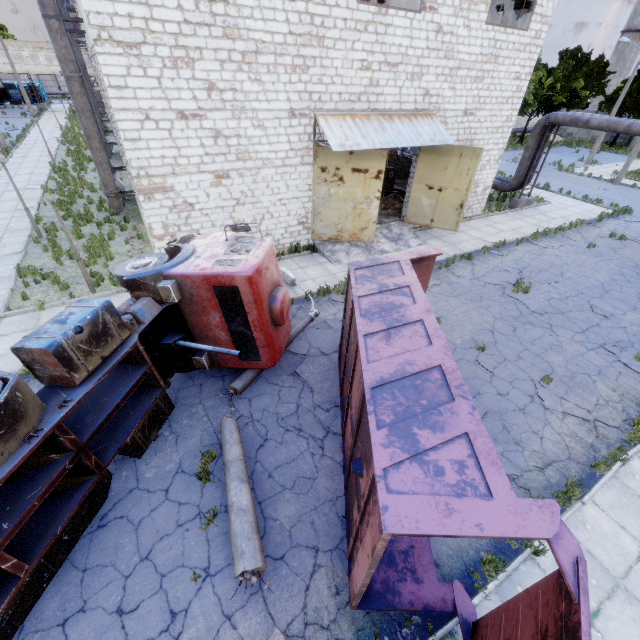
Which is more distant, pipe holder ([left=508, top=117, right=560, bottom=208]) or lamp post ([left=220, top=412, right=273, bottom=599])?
pipe holder ([left=508, top=117, right=560, bottom=208])

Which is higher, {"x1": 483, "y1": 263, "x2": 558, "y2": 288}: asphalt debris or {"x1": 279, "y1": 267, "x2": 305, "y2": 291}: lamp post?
{"x1": 279, "y1": 267, "x2": 305, "y2": 291}: lamp post

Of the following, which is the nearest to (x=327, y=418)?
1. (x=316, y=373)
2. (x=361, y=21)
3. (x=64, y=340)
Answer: (x=316, y=373)

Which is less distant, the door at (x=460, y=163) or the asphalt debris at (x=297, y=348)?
the asphalt debris at (x=297, y=348)

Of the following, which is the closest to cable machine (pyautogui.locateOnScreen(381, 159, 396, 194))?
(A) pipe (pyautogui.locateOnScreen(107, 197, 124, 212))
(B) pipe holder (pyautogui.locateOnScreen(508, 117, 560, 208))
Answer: (B) pipe holder (pyautogui.locateOnScreen(508, 117, 560, 208))

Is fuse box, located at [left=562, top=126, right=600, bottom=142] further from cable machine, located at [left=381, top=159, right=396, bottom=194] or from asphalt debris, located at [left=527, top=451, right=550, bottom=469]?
asphalt debris, located at [left=527, top=451, right=550, bottom=469]

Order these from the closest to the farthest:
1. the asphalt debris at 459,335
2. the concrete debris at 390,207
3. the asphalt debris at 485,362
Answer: the asphalt debris at 485,362 < the asphalt debris at 459,335 < the concrete debris at 390,207

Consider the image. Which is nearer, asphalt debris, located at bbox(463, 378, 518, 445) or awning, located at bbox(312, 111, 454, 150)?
asphalt debris, located at bbox(463, 378, 518, 445)
